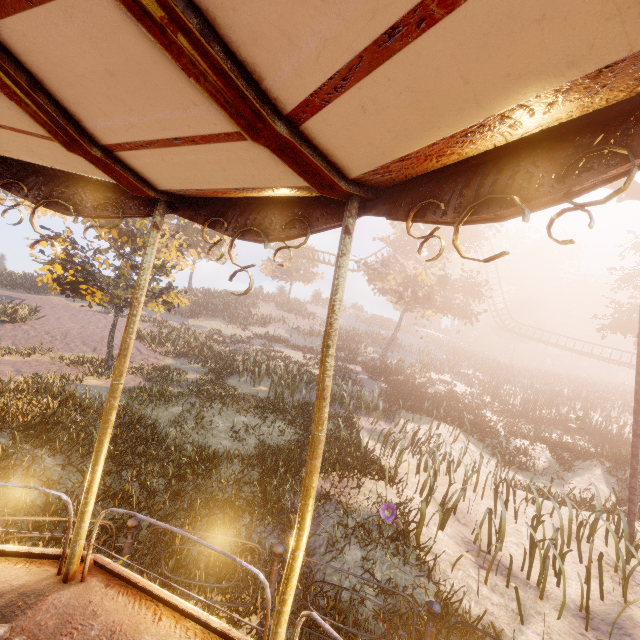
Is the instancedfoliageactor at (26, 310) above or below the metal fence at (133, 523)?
above

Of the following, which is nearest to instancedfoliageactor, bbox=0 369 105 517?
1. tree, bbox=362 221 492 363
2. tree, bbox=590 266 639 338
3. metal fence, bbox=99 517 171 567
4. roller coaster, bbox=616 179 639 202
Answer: metal fence, bbox=99 517 171 567

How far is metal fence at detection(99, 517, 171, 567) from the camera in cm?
424

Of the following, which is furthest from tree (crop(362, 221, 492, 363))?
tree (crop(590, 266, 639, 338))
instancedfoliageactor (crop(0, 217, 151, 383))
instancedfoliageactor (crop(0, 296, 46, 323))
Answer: instancedfoliageactor (crop(0, 296, 46, 323))

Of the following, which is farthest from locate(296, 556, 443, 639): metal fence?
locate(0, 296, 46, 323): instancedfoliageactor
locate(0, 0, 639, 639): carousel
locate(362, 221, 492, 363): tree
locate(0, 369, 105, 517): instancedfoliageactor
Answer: → locate(362, 221, 492, 363): tree

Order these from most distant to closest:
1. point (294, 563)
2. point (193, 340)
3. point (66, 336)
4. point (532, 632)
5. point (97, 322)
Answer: point (97, 322) → point (193, 340) → point (66, 336) → point (532, 632) → point (294, 563)

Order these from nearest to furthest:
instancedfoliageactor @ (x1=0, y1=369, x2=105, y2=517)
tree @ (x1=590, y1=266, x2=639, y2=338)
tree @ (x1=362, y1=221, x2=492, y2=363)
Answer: instancedfoliageactor @ (x1=0, y1=369, x2=105, y2=517) < tree @ (x1=590, y1=266, x2=639, y2=338) < tree @ (x1=362, y1=221, x2=492, y2=363)

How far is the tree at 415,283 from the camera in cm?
2550
